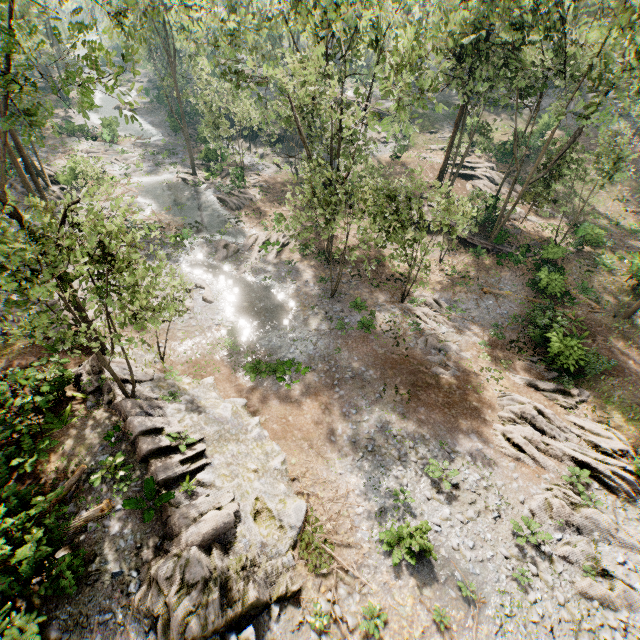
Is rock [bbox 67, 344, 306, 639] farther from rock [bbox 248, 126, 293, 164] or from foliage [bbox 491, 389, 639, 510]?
rock [bbox 248, 126, 293, 164]

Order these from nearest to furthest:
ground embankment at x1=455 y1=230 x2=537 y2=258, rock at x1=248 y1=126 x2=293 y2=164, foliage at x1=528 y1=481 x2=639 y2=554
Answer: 1. foliage at x1=528 y1=481 x2=639 y2=554
2. ground embankment at x1=455 y1=230 x2=537 y2=258
3. rock at x1=248 y1=126 x2=293 y2=164

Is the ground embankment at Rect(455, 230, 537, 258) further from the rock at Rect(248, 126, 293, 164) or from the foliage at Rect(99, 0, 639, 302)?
the rock at Rect(248, 126, 293, 164)

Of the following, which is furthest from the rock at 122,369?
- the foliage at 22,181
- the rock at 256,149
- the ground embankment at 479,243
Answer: the rock at 256,149

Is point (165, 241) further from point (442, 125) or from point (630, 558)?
point (442, 125)

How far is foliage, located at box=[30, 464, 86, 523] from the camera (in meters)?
9.56

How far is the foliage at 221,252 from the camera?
26.9 meters
